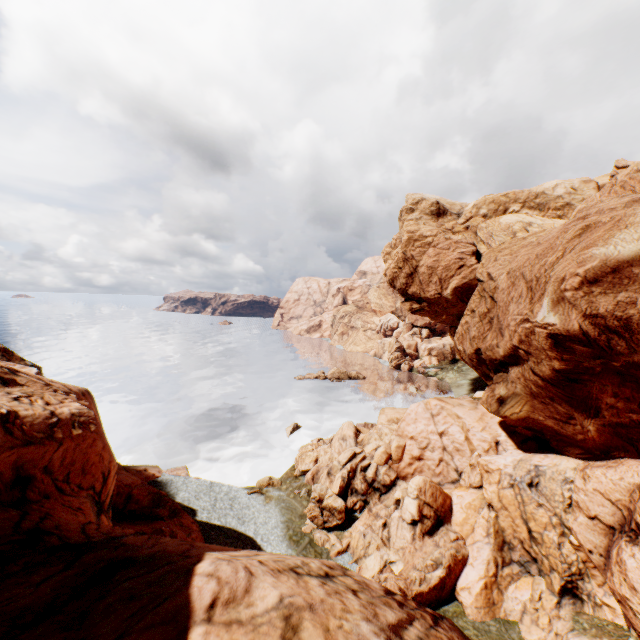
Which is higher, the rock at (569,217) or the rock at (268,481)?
the rock at (569,217)

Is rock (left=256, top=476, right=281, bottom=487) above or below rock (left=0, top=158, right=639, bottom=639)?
below

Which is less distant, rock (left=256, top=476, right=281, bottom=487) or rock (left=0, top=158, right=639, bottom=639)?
rock (left=0, top=158, right=639, bottom=639)

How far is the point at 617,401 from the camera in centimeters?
1728cm

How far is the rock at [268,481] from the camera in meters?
33.8 m

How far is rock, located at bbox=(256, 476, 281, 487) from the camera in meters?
33.8
